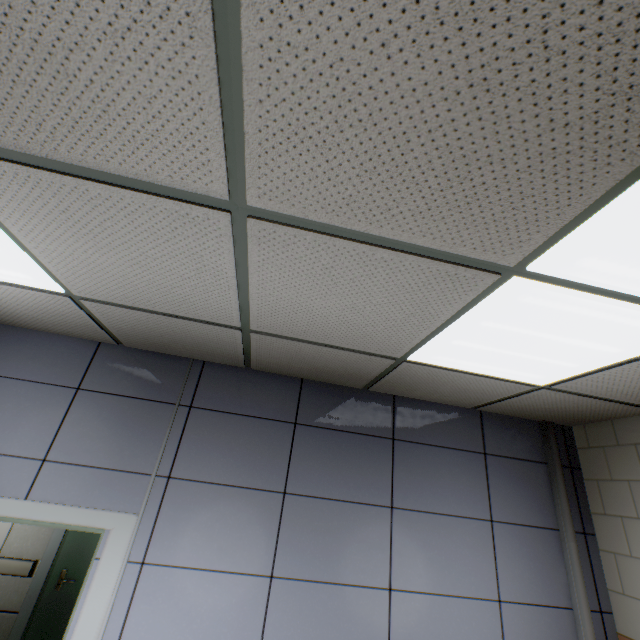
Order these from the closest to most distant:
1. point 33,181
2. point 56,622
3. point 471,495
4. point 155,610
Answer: point 33,181 < point 155,610 < point 471,495 < point 56,622

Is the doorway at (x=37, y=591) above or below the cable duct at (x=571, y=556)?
below

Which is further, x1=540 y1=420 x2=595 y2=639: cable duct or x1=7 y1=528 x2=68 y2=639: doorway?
x1=7 y1=528 x2=68 y2=639: doorway

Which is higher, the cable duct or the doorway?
the cable duct

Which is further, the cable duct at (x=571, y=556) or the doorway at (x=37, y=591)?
the doorway at (x=37, y=591)
